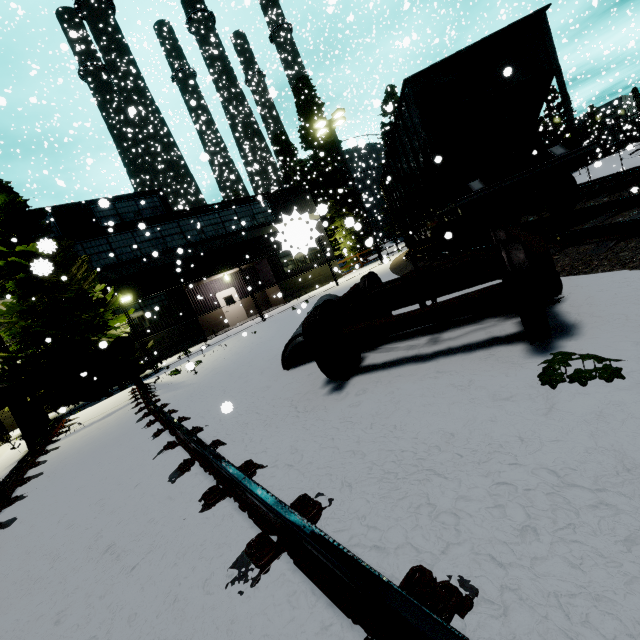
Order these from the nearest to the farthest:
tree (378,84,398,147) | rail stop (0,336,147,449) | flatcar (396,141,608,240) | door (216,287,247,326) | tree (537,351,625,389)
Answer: tree (537,351,625,389), flatcar (396,141,608,240), rail stop (0,336,147,449), door (216,287,247,326), tree (378,84,398,147)

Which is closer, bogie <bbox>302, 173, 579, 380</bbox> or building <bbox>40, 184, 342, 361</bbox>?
bogie <bbox>302, 173, 579, 380</bbox>

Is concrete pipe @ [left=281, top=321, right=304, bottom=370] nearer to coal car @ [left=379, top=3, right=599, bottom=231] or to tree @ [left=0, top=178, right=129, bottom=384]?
tree @ [left=0, top=178, right=129, bottom=384]

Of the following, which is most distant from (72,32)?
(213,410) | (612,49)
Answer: (612,49)

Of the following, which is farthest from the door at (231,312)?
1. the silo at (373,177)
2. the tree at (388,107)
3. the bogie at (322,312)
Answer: the silo at (373,177)

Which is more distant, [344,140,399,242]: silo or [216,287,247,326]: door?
[344,140,399,242]: silo

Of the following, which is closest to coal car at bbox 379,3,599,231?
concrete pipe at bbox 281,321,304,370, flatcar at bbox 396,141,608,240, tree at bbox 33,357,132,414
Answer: flatcar at bbox 396,141,608,240

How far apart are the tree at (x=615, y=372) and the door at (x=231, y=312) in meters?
21.5 m
